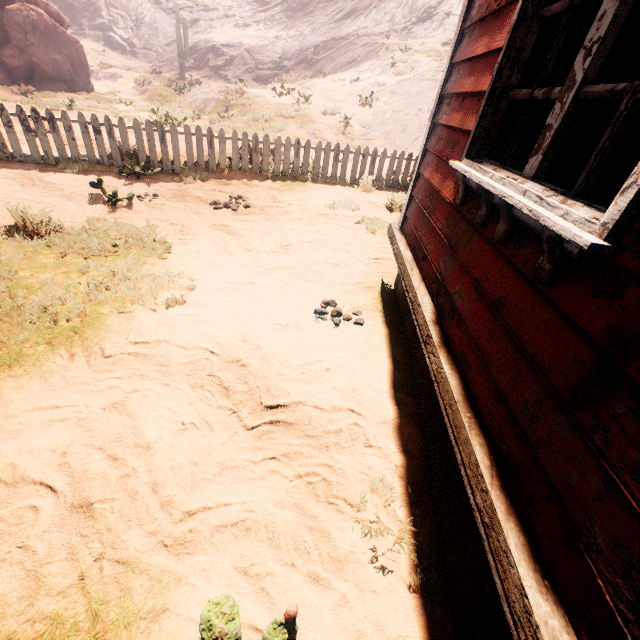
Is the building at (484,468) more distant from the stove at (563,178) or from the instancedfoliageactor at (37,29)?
the instancedfoliageactor at (37,29)

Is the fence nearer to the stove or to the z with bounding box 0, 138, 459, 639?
the z with bounding box 0, 138, 459, 639

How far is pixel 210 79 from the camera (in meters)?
32.97

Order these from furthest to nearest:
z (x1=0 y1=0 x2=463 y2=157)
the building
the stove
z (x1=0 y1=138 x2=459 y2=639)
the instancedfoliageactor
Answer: the instancedfoliageactor → z (x1=0 y1=0 x2=463 y2=157) → the stove → z (x1=0 y1=138 x2=459 y2=639) → the building

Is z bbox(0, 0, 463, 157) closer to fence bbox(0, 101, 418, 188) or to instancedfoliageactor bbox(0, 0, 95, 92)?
fence bbox(0, 101, 418, 188)

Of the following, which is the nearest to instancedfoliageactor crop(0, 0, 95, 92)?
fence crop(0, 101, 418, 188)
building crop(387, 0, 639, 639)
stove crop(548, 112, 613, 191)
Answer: fence crop(0, 101, 418, 188)

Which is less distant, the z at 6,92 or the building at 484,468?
the building at 484,468
